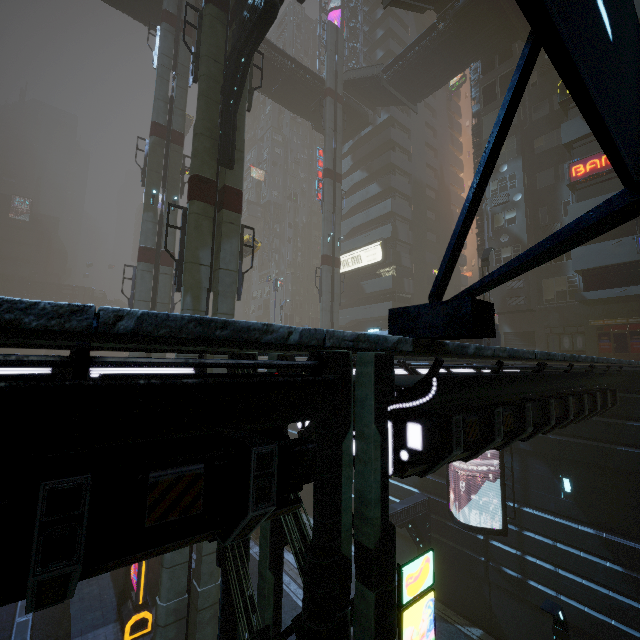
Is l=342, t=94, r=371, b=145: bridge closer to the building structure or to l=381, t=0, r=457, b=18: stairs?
l=381, t=0, r=457, b=18: stairs

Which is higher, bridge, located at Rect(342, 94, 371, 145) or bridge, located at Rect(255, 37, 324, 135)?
bridge, located at Rect(255, 37, 324, 135)

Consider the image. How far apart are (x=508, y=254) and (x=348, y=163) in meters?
26.4

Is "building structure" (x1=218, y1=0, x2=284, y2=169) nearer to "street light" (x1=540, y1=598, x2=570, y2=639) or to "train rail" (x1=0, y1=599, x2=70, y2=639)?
"street light" (x1=540, y1=598, x2=570, y2=639)

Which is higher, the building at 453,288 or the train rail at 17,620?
the building at 453,288

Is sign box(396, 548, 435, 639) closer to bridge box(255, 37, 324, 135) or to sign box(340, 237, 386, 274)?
bridge box(255, 37, 324, 135)

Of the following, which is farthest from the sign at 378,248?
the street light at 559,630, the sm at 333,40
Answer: the street light at 559,630

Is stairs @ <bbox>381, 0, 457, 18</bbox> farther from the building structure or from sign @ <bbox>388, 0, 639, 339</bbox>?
sign @ <bbox>388, 0, 639, 339</bbox>
